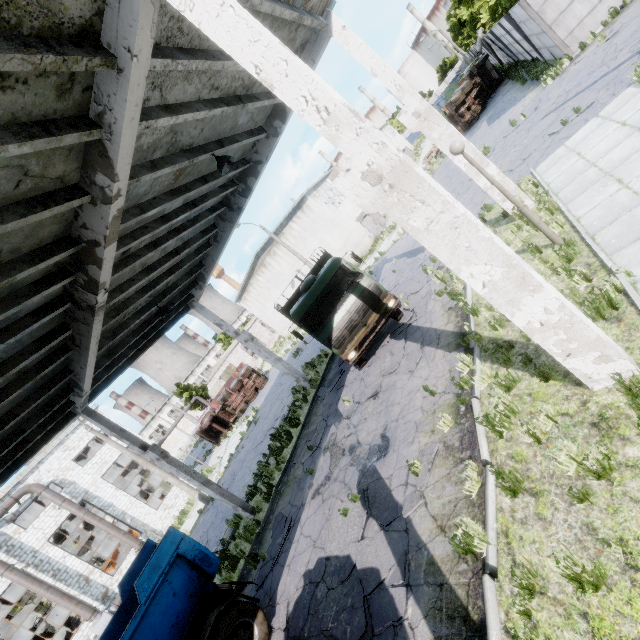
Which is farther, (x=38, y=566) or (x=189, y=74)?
(x=38, y=566)

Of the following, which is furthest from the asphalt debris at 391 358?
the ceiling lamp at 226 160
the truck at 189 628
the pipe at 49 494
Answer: the pipe at 49 494

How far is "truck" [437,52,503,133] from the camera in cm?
2655

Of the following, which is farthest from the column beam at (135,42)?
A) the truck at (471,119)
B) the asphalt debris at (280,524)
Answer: the truck at (471,119)

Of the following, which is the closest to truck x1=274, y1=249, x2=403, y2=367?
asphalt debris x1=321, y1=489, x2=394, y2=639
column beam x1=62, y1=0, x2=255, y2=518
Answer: asphalt debris x1=321, y1=489, x2=394, y2=639

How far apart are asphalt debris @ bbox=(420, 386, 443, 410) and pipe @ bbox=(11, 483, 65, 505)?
25.93m

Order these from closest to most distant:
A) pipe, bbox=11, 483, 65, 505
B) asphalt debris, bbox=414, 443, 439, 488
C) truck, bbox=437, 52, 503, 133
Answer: asphalt debris, bbox=414, 443, 439, 488 → pipe, bbox=11, 483, 65, 505 → truck, bbox=437, 52, 503, 133
